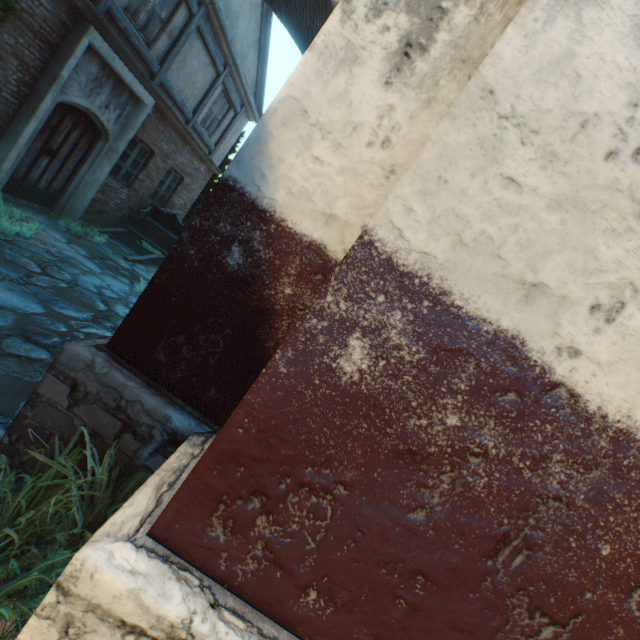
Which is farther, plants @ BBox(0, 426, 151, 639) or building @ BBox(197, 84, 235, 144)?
building @ BBox(197, 84, 235, 144)

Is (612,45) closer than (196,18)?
Yes

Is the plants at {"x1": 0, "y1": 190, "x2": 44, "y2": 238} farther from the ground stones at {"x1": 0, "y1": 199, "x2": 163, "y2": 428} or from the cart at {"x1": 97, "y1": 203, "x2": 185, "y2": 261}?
the cart at {"x1": 97, "y1": 203, "x2": 185, "y2": 261}

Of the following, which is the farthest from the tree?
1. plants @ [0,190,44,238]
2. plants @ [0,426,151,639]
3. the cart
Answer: plants @ [0,426,151,639]

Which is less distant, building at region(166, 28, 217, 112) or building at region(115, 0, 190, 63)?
building at region(115, 0, 190, 63)

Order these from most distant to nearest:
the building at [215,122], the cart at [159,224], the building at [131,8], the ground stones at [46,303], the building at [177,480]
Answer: the building at [215,122]
the cart at [159,224]
the building at [131,8]
the ground stones at [46,303]
the building at [177,480]

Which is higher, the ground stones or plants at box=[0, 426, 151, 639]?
plants at box=[0, 426, 151, 639]

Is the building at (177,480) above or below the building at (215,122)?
below
